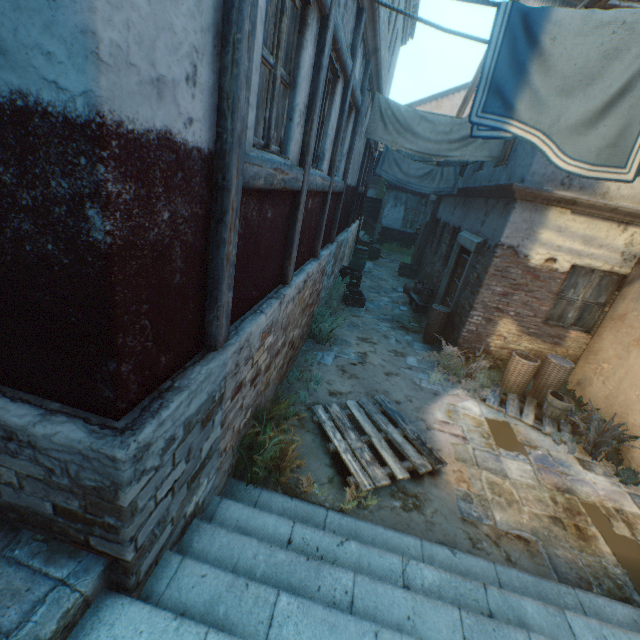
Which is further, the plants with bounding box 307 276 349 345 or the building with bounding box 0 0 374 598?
the plants with bounding box 307 276 349 345

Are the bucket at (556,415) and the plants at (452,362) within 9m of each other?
yes

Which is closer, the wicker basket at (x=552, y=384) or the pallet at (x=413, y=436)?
the pallet at (x=413, y=436)

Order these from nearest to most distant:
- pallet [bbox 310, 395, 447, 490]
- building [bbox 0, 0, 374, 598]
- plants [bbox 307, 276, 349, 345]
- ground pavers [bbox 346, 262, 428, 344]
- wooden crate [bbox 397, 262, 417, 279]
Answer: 1. building [bbox 0, 0, 374, 598]
2. pallet [bbox 310, 395, 447, 490]
3. plants [bbox 307, 276, 349, 345]
4. ground pavers [bbox 346, 262, 428, 344]
5. wooden crate [bbox 397, 262, 417, 279]

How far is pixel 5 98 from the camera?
1.2 meters

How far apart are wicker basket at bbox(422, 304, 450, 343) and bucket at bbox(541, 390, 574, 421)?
2.6 meters

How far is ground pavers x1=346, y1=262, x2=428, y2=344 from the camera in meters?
8.9 m

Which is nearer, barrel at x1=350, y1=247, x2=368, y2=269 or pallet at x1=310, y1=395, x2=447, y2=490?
pallet at x1=310, y1=395, x2=447, y2=490
